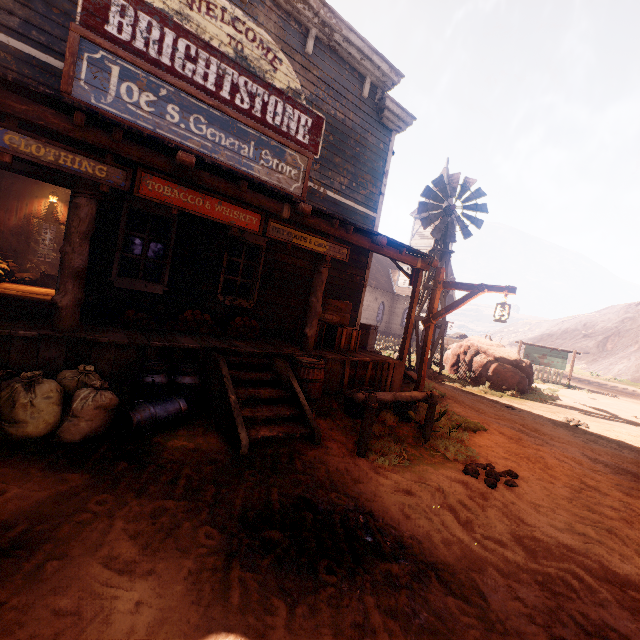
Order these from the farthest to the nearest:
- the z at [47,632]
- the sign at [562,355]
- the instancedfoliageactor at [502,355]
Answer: the sign at [562,355], the instancedfoliageactor at [502,355], the z at [47,632]

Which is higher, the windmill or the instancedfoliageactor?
the windmill

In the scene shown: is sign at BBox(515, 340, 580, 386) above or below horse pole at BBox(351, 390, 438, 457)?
above

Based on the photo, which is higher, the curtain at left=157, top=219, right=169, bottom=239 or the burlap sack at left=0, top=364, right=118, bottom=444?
the curtain at left=157, top=219, right=169, bottom=239

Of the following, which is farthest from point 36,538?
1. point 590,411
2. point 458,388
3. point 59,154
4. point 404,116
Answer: point 590,411

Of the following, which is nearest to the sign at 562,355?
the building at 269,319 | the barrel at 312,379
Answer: the building at 269,319

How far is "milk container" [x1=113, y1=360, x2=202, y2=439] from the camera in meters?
3.8 m

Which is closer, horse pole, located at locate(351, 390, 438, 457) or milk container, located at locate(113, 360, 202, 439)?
milk container, located at locate(113, 360, 202, 439)
